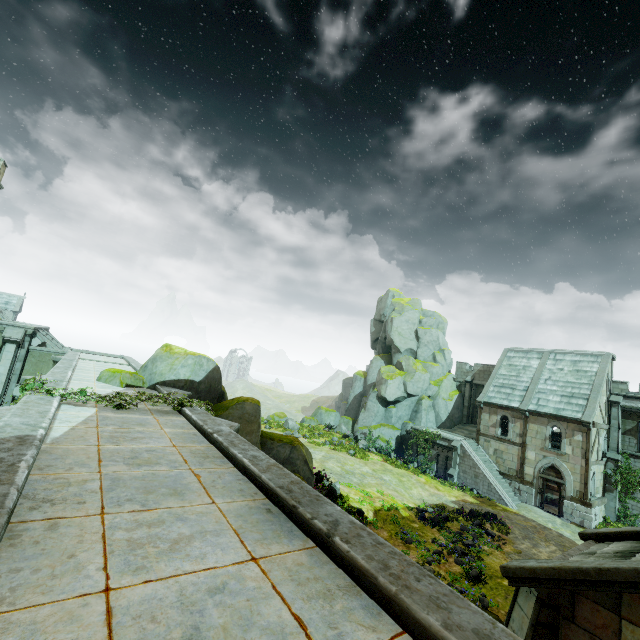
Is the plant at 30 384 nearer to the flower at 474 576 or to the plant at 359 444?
the flower at 474 576

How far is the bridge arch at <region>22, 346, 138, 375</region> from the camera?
20.8m

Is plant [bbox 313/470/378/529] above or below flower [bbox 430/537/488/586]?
above

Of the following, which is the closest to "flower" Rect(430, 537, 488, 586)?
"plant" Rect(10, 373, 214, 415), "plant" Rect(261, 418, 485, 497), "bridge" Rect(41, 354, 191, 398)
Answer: "bridge" Rect(41, 354, 191, 398)

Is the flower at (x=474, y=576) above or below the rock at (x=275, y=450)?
below

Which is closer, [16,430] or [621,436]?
[16,430]

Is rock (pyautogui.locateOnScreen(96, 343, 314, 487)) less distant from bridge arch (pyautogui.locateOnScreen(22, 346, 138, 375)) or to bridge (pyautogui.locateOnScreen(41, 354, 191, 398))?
bridge (pyautogui.locateOnScreen(41, 354, 191, 398))

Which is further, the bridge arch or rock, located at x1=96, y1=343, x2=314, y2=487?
the bridge arch
